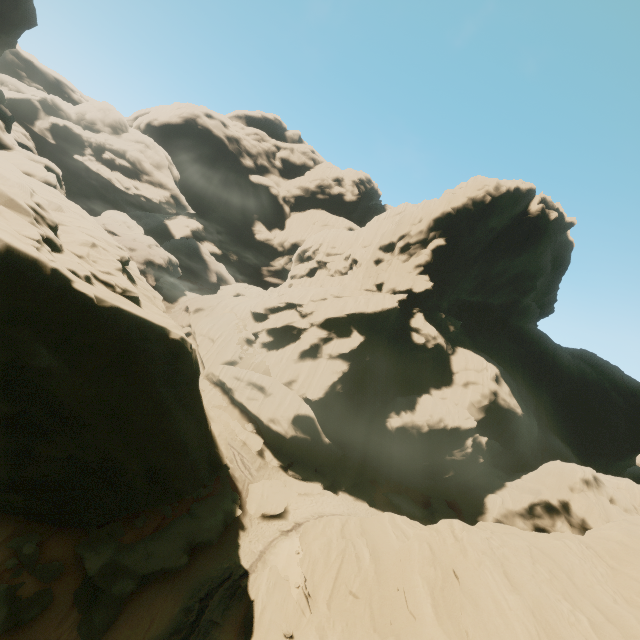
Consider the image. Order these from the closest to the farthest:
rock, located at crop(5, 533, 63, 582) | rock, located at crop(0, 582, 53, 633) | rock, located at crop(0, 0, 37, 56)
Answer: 1. rock, located at crop(0, 582, 53, 633)
2. rock, located at crop(5, 533, 63, 582)
3. rock, located at crop(0, 0, 37, 56)

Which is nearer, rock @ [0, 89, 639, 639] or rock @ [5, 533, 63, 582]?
rock @ [0, 89, 639, 639]

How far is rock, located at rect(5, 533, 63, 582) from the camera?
12.39m

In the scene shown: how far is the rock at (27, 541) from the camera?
12.4 meters

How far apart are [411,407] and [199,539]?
22.9 meters

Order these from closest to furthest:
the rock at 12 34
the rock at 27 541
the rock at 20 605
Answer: the rock at 20 605, the rock at 27 541, the rock at 12 34
